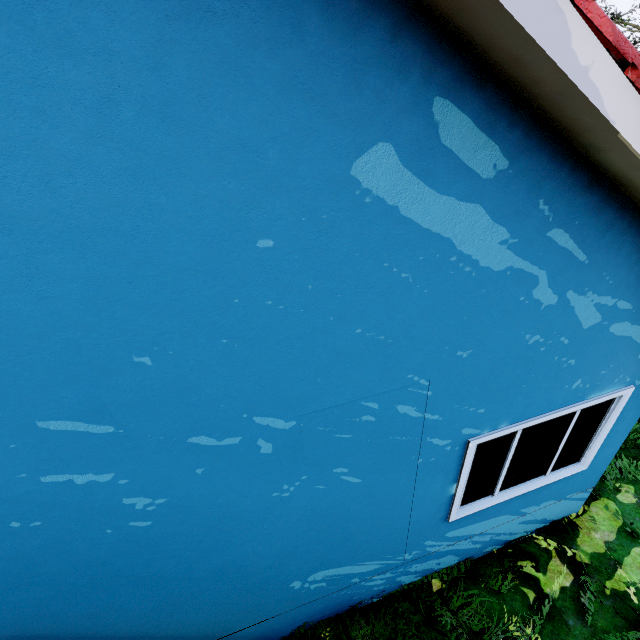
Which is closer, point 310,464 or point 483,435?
point 310,464
